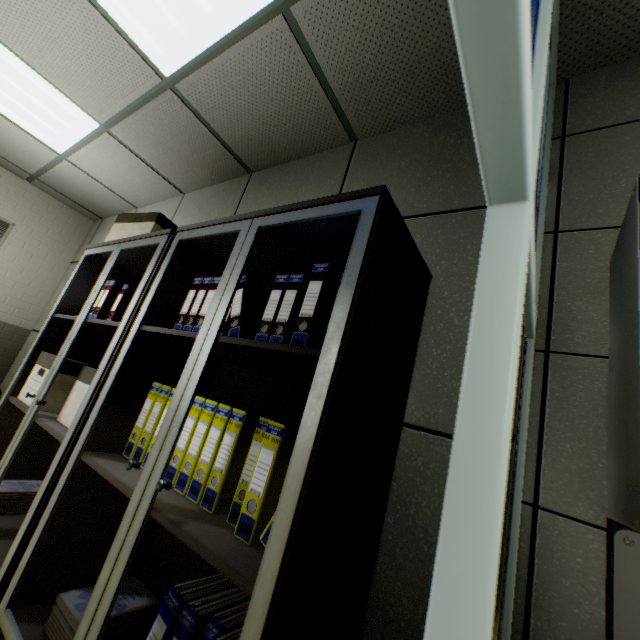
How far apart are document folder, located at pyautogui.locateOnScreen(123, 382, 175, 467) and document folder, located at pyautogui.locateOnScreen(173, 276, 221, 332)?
0.3 meters

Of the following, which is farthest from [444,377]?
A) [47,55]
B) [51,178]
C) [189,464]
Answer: [51,178]

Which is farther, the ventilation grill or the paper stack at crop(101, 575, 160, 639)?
the ventilation grill

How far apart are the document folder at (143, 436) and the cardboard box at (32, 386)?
0.8m

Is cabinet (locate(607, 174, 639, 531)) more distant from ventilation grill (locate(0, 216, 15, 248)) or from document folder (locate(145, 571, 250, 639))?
ventilation grill (locate(0, 216, 15, 248))

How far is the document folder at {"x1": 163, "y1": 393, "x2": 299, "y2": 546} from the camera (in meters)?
0.93

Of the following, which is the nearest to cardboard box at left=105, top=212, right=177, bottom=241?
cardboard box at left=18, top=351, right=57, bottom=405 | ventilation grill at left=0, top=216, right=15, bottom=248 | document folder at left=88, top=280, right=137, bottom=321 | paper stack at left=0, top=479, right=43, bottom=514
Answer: document folder at left=88, top=280, right=137, bottom=321

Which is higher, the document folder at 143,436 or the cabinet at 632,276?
the cabinet at 632,276
